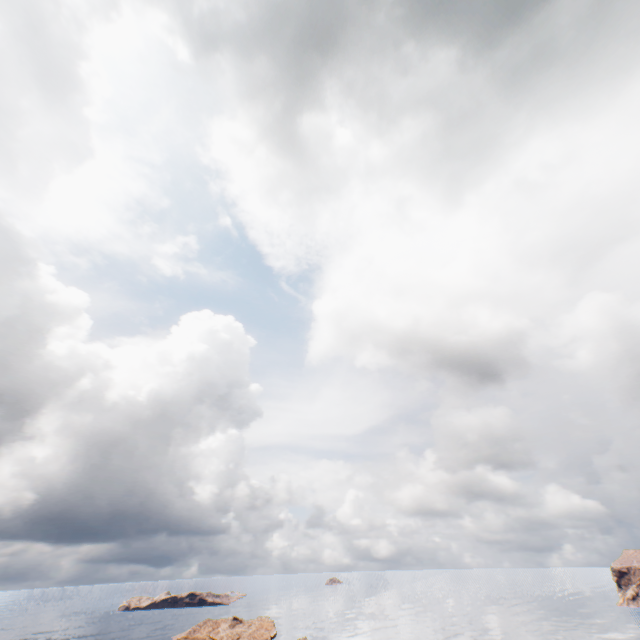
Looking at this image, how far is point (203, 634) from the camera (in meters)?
46.94
